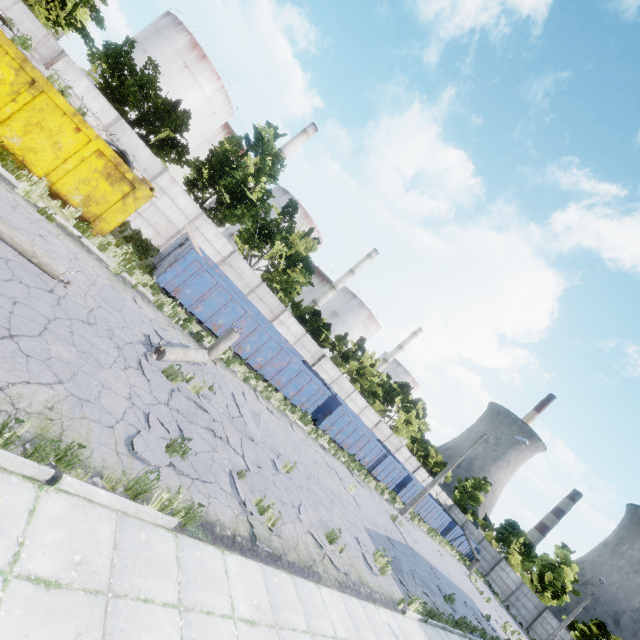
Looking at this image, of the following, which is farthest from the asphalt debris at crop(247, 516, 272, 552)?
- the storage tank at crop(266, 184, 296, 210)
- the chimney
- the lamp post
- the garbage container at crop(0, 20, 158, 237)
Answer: the storage tank at crop(266, 184, 296, 210)

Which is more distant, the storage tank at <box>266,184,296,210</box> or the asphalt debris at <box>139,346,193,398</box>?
the storage tank at <box>266,184,296,210</box>

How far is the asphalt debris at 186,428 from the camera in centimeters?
690cm

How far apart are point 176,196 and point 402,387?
35.3 meters

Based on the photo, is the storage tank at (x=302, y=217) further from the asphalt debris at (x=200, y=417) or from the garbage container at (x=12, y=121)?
the asphalt debris at (x=200, y=417)

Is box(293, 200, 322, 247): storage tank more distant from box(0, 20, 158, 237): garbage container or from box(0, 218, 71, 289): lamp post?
box(0, 218, 71, 289): lamp post

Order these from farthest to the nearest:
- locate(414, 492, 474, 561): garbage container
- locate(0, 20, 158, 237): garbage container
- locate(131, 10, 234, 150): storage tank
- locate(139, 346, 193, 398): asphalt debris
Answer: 1. locate(131, 10, 234, 150): storage tank
2. locate(414, 492, 474, 561): garbage container
3. locate(0, 20, 158, 237): garbage container
4. locate(139, 346, 193, 398): asphalt debris

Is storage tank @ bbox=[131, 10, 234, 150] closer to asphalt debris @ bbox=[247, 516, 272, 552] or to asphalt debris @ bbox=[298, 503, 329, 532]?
asphalt debris @ bbox=[247, 516, 272, 552]
